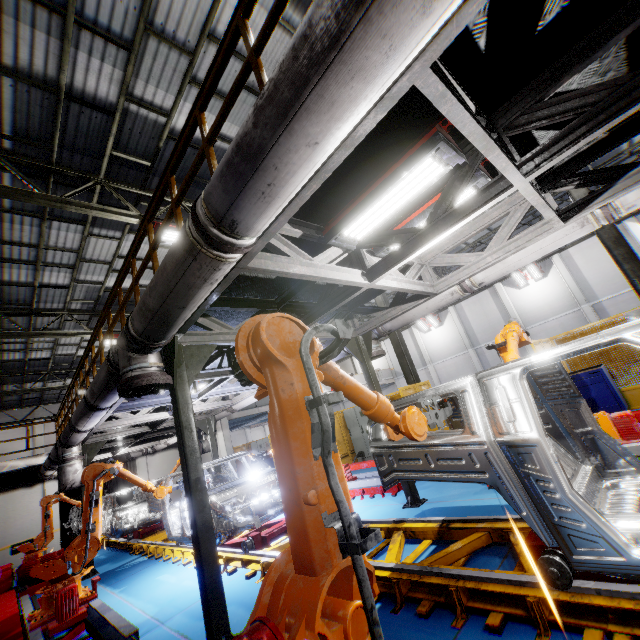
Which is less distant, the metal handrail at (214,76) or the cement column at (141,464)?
the metal handrail at (214,76)

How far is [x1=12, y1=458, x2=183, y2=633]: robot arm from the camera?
4.7 meters

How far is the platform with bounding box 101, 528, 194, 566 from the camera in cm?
711

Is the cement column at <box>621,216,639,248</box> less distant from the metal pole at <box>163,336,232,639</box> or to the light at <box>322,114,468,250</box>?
the light at <box>322,114,468,250</box>

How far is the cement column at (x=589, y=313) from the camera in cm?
2073

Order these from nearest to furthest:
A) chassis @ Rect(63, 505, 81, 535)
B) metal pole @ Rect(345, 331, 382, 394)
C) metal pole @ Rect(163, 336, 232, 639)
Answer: metal pole @ Rect(163, 336, 232, 639) → metal pole @ Rect(345, 331, 382, 394) → chassis @ Rect(63, 505, 81, 535)

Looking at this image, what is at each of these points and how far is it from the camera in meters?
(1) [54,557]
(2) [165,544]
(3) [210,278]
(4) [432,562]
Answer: (1) robot arm, 5.1
(2) platform, 8.2
(3) vent pipe, 2.7
(4) platform, 3.4

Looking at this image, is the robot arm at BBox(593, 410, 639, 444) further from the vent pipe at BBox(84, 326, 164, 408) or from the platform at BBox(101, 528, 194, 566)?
the vent pipe at BBox(84, 326, 164, 408)
